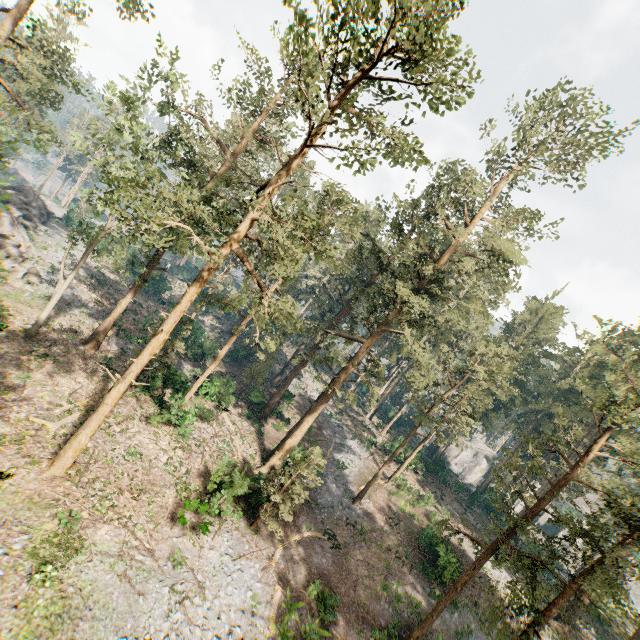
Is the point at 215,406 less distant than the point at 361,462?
Yes

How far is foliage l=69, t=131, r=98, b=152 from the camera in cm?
1890

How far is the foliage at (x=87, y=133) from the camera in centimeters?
1890cm

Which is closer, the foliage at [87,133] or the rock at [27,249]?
the foliage at [87,133]

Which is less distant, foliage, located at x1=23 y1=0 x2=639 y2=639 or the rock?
foliage, located at x1=23 y1=0 x2=639 y2=639

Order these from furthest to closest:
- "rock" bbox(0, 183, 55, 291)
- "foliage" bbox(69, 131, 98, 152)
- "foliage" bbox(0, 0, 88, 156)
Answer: "rock" bbox(0, 183, 55, 291) < "foliage" bbox(0, 0, 88, 156) < "foliage" bbox(69, 131, 98, 152)

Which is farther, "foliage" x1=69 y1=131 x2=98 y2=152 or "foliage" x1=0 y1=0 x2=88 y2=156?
"foliage" x1=0 y1=0 x2=88 y2=156
